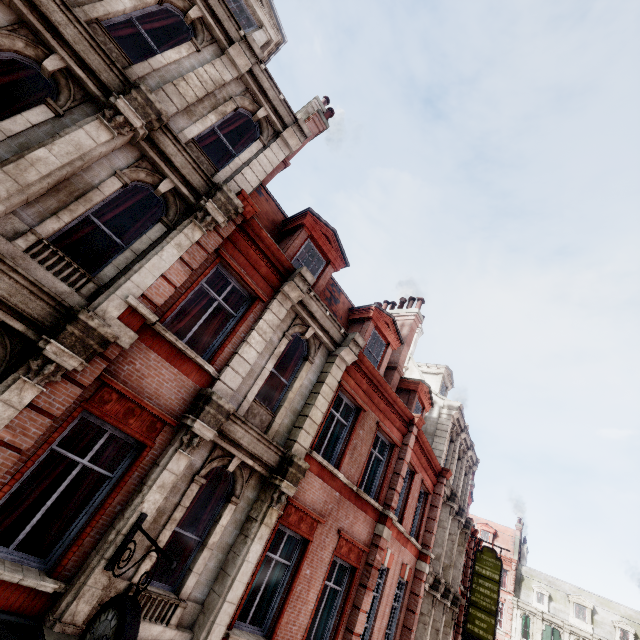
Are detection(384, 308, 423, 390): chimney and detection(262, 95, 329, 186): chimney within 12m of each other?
yes

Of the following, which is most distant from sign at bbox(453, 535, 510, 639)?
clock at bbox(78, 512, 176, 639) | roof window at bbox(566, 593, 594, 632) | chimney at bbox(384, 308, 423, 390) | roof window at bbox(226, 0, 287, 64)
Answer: roof window at bbox(566, 593, 594, 632)

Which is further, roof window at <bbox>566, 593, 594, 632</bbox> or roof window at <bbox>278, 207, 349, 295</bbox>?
roof window at <bbox>566, 593, 594, 632</bbox>

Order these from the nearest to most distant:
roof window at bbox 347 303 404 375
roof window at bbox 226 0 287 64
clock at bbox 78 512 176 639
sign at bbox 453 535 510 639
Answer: clock at bbox 78 512 176 639 < roof window at bbox 226 0 287 64 < roof window at bbox 347 303 404 375 < sign at bbox 453 535 510 639

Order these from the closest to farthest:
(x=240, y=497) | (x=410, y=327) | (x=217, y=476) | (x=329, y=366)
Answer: (x=240, y=497), (x=217, y=476), (x=329, y=366), (x=410, y=327)

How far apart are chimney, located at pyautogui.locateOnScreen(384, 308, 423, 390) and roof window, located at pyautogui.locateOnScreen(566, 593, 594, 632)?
45.86m

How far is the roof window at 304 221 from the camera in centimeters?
1052cm

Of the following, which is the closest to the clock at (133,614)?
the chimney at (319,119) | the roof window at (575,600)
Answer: the chimney at (319,119)
